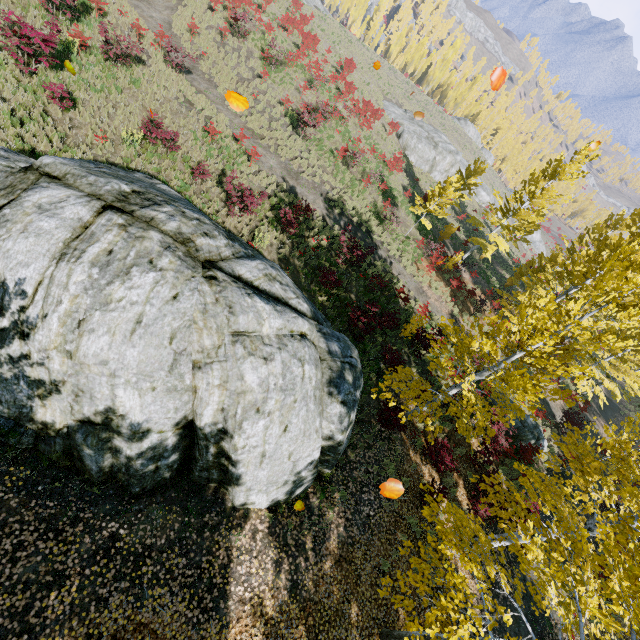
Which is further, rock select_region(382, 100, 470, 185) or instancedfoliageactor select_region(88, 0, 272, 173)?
rock select_region(382, 100, 470, 185)

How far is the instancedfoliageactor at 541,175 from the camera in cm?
2089

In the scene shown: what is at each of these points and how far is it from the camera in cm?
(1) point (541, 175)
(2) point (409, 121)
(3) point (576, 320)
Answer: (1) instancedfoliageactor, 2188
(2) rock, 3747
(3) instancedfoliageactor, 751

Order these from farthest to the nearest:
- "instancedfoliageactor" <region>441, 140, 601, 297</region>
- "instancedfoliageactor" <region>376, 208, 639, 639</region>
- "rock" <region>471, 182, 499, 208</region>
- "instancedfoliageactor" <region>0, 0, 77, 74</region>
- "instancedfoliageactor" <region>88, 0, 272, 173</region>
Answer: "rock" <region>471, 182, 499, 208</region> < "instancedfoliageactor" <region>441, 140, 601, 297</region> < "instancedfoliageactor" <region>88, 0, 272, 173</region> < "instancedfoliageactor" <region>0, 0, 77, 74</region> < "instancedfoliageactor" <region>376, 208, 639, 639</region>

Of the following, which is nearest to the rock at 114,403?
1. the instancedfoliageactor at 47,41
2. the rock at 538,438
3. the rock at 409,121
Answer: the instancedfoliageactor at 47,41

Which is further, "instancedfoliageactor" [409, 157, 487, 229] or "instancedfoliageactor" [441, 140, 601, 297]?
"instancedfoliageactor" [441, 140, 601, 297]

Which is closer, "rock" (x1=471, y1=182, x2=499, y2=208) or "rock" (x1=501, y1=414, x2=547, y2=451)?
"rock" (x1=501, y1=414, x2=547, y2=451)
